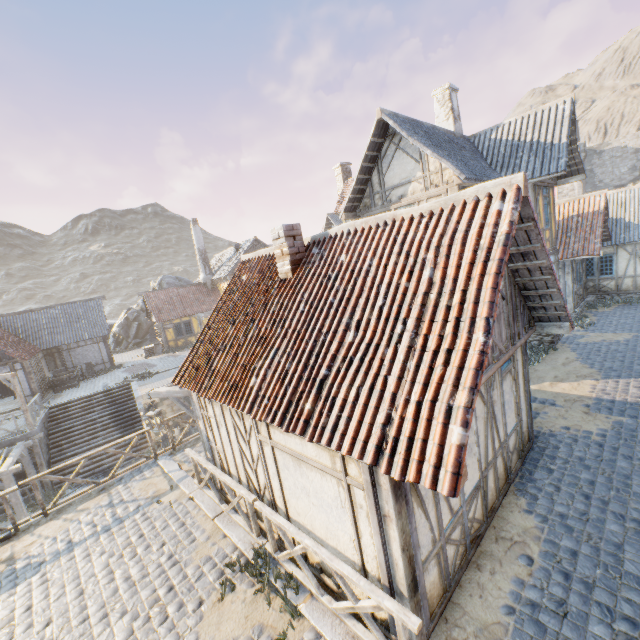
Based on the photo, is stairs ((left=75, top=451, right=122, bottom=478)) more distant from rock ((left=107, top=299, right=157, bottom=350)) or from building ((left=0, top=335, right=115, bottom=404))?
rock ((left=107, top=299, right=157, bottom=350))

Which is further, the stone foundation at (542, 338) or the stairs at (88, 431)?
the stairs at (88, 431)

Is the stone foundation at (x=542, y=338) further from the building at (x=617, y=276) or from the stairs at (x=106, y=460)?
the stairs at (x=106, y=460)

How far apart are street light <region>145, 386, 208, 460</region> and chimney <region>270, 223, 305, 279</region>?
3.5 meters

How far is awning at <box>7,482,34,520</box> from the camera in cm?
1279

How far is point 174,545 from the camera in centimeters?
697cm

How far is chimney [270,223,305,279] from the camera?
7.29m

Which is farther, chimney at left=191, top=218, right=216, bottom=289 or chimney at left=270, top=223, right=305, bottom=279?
chimney at left=191, top=218, right=216, bottom=289
